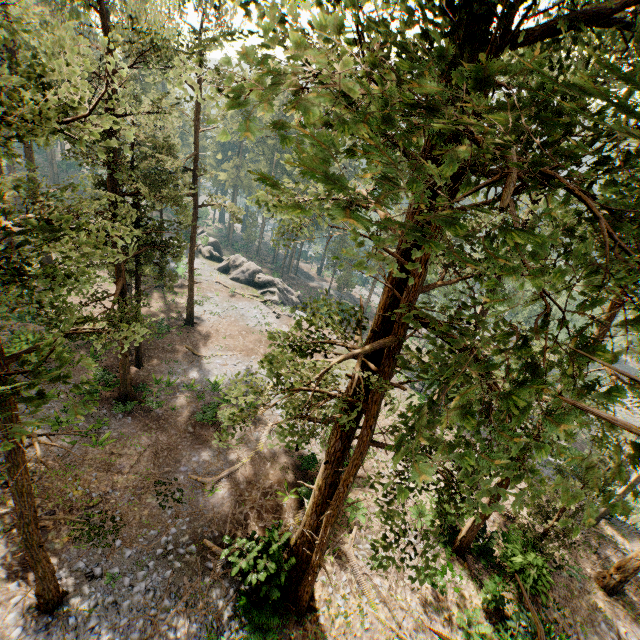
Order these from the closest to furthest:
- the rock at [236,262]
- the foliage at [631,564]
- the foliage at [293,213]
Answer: the foliage at [293,213]
the foliage at [631,564]
the rock at [236,262]

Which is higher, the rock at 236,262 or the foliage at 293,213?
the foliage at 293,213

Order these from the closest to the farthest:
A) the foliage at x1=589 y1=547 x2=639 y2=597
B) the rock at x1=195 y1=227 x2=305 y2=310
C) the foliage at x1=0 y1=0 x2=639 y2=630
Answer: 1. the foliage at x1=0 y1=0 x2=639 y2=630
2. the foliage at x1=589 y1=547 x2=639 y2=597
3. the rock at x1=195 y1=227 x2=305 y2=310

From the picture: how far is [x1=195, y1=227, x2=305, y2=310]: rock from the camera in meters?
43.2

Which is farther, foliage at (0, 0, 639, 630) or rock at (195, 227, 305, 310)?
rock at (195, 227, 305, 310)

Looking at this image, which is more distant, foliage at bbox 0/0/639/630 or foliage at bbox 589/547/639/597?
foliage at bbox 589/547/639/597

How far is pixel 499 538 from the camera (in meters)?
18.66
